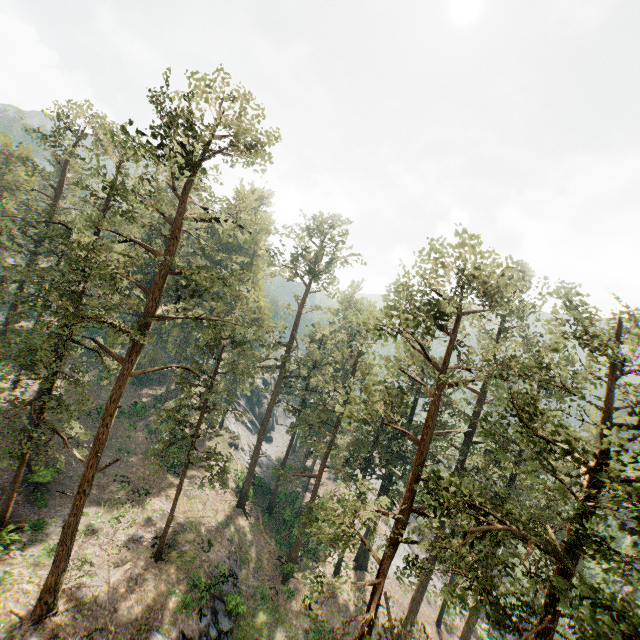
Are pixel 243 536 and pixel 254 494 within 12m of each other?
yes
